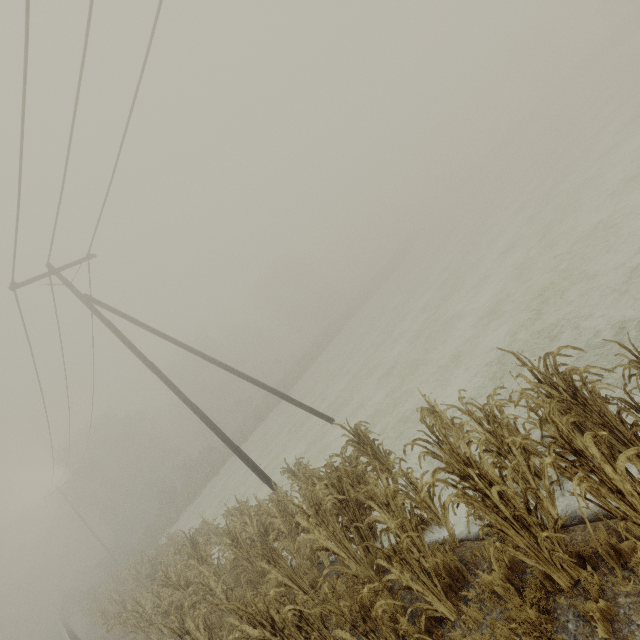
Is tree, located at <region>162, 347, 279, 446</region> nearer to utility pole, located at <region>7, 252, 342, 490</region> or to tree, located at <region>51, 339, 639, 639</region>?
tree, located at <region>51, 339, 639, 639</region>

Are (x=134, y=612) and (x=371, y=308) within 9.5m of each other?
no

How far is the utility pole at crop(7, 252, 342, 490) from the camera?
11.97m

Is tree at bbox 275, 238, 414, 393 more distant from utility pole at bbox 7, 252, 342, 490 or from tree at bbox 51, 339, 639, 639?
tree at bbox 51, 339, 639, 639

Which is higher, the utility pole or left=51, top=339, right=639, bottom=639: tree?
the utility pole

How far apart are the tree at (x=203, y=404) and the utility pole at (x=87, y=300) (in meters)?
38.14

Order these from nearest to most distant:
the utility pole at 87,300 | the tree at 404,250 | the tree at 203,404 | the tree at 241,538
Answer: the tree at 241,538
the utility pole at 87,300
the tree at 203,404
the tree at 404,250
